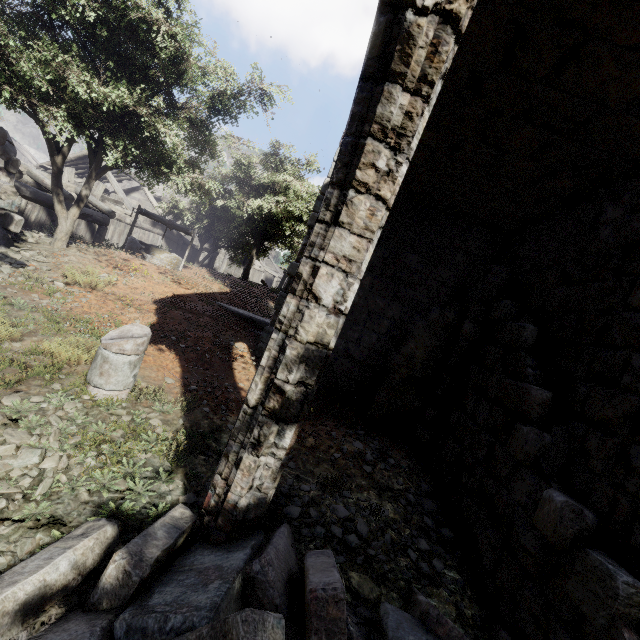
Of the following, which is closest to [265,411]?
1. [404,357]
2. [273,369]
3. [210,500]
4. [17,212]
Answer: [273,369]

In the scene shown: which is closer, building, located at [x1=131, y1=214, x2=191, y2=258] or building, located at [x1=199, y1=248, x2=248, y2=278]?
building, located at [x1=131, y1=214, x2=191, y2=258]

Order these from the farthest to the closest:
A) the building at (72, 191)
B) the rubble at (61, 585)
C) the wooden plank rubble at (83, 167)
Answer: the wooden plank rubble at (83, 167) → the building at (72, 191) → the rubble at (61, 585)

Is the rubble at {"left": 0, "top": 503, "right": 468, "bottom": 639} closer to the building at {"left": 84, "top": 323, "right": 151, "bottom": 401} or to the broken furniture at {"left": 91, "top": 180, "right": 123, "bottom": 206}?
the building at {"left": 84, "top": 323, "right": 151, "bottom": 401}

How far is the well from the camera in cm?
1152

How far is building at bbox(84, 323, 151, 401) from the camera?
4.1m

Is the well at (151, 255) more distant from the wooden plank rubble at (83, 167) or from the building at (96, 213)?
the wooden plank rubble at (83, 167)

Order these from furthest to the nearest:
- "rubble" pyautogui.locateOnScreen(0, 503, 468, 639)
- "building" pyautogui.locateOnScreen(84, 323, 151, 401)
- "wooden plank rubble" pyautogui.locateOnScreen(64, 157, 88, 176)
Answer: "wooden plank rubble" pyautogui.locateOnScreen(64, 157, 88, 176) → "building" pyautogui.locateOnScreen(84, 323, 151, 401) → "rubble" pyautogui.locateOnScreen(0, 503, 468, 639)
